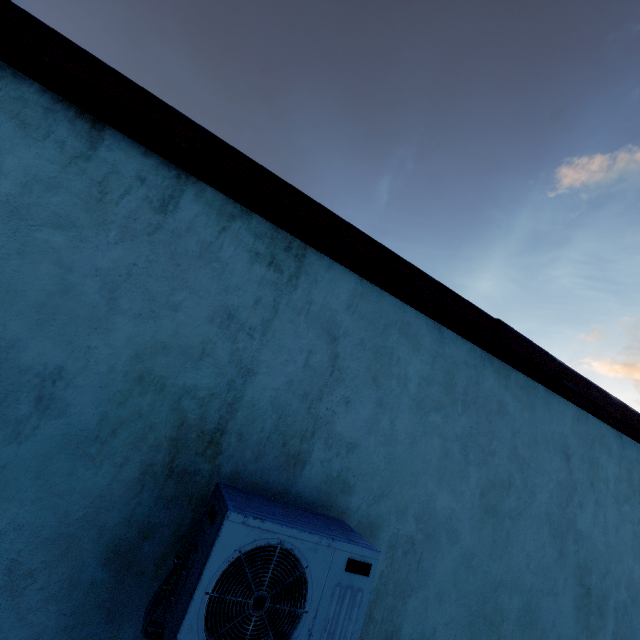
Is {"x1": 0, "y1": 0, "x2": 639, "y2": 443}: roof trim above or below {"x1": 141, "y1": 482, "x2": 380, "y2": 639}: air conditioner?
above

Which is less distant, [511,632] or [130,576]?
[130,576]

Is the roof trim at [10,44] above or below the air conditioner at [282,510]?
above
